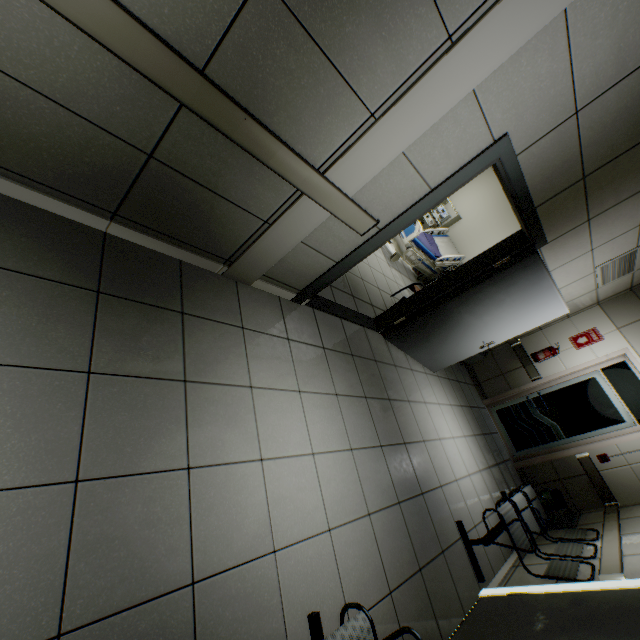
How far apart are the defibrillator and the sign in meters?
3.6 m

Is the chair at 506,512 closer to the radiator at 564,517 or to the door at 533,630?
the door at 533,630

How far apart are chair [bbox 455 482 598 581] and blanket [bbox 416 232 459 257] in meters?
4.6

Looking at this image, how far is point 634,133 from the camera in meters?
2.5

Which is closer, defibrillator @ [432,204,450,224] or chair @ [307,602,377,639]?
chair @ [307,602,377,639]

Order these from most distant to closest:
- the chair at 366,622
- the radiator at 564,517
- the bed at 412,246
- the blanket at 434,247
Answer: the blanket at 434,247
the bed at 412,246
the radiator at 564,517
the chair at 366,622

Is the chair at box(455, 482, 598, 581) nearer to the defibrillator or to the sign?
the sign

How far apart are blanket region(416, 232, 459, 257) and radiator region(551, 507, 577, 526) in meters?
5.0 m
